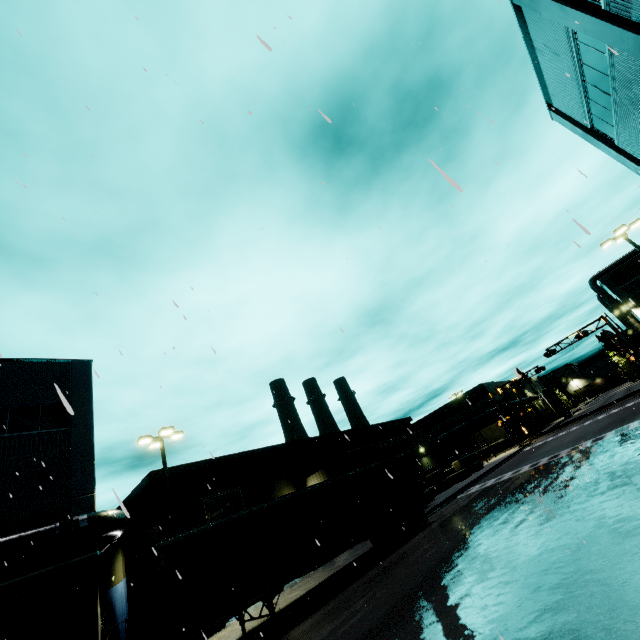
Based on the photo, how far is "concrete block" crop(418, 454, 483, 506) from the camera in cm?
2864

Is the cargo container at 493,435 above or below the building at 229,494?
below

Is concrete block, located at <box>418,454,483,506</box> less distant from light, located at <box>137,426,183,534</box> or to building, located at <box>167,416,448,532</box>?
building, located at <box>167,416,448,532</box>

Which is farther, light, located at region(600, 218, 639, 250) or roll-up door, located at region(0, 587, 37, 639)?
light, located at region(600, 218, 639, 250)

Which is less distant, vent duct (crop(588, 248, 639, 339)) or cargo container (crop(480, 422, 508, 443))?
vent duct (crop(588, 248, 639, 339))

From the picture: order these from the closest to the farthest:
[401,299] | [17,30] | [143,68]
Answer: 1. [143,68]
2. [17,30]
3. [401,299]

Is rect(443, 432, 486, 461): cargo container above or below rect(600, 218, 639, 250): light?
below

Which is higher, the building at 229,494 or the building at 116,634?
the building at 229,494
